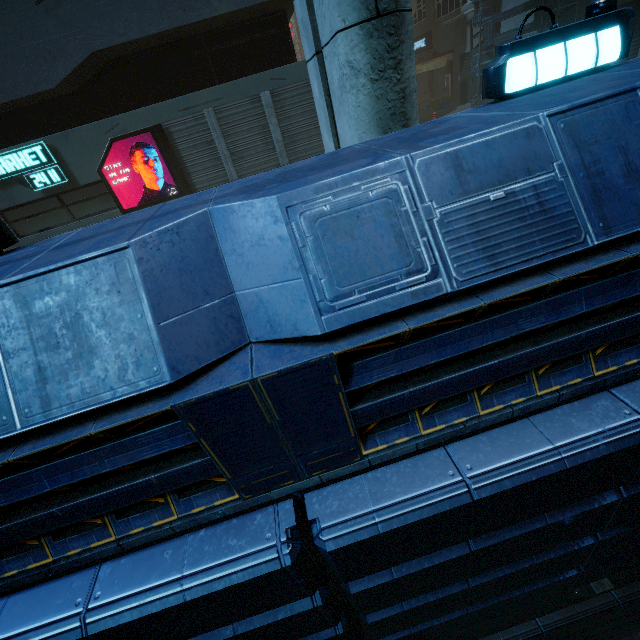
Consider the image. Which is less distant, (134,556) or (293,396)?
(293,396)

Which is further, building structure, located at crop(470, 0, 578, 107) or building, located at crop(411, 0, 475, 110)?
building, located at crop(411, 0, 475, 110)

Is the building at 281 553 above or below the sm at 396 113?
below

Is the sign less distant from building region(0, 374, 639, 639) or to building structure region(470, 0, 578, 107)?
building region(0, 374, 639, 639)

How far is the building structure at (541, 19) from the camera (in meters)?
11.98

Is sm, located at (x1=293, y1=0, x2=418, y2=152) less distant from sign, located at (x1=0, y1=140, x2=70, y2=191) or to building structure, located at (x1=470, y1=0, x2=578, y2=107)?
sign, located at (x1=0, y1=140, x2=70, y2=191)
